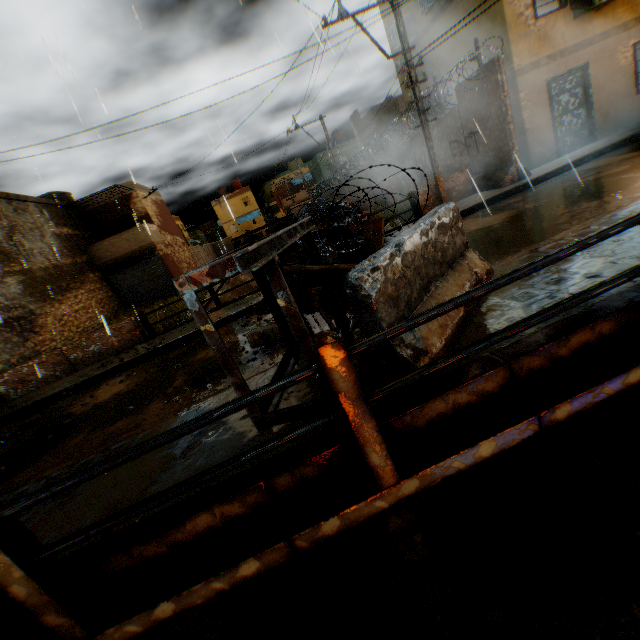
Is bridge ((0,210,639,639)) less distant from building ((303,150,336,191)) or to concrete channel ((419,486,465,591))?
concrete channel ((419,486,465,591))

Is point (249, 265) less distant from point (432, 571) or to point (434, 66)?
point (432, 571)

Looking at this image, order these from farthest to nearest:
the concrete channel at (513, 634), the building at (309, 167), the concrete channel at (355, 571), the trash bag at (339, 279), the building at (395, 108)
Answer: the building at (309, 167) → the building at (395, 108) → the trash bag at (339, 279) → the concrete channel at (355, 571) → the concrete channel at (513, 634)

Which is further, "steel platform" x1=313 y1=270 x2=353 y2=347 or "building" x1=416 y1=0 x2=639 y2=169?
"building" x1=416 y1=0 x2=639 y2=169

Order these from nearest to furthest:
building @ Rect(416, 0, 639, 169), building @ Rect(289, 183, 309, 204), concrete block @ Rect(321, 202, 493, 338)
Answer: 1. concrete block @ Rect(321, 202, 493, 338)
2. building @ Rect(416, 0, 639, 169)
3. building @ Rect(289, 183, 309, 204)

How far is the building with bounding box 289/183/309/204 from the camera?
51.6 meters

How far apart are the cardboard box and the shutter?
1.5 meters

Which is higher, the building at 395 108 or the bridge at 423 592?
the building at 395 108
